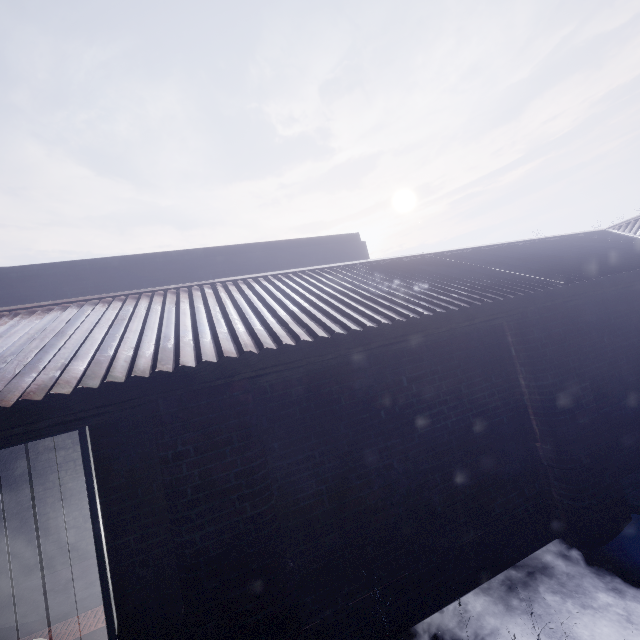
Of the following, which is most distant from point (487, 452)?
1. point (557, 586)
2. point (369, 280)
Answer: point (369, 280)
